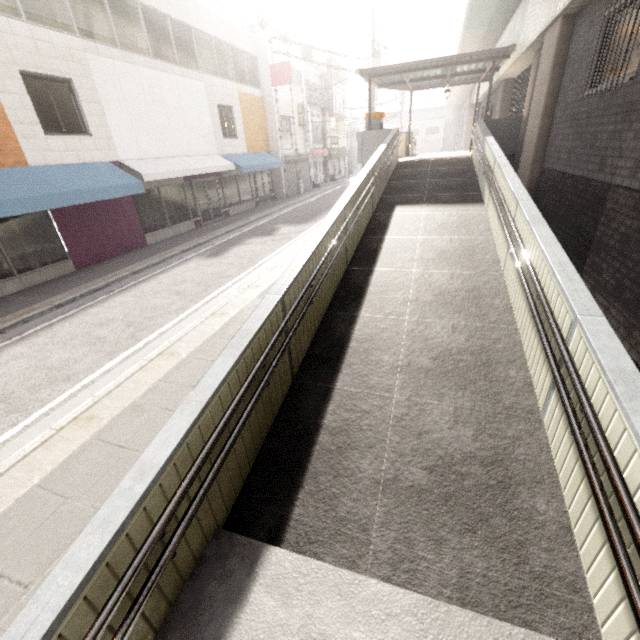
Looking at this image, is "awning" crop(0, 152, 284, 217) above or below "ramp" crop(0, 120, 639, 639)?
above

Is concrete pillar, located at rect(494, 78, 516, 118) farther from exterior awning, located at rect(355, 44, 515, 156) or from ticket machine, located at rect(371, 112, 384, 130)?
ticket machine, located at rect(371, 112, 384, 130)

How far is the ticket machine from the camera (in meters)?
13.35

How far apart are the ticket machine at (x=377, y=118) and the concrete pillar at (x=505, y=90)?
6.32m

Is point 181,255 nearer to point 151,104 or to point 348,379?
point 151,104

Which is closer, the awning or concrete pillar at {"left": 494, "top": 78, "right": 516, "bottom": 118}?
the awning

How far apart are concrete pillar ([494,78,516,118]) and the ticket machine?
6.3m

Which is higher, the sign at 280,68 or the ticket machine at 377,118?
the sign at 280,68
